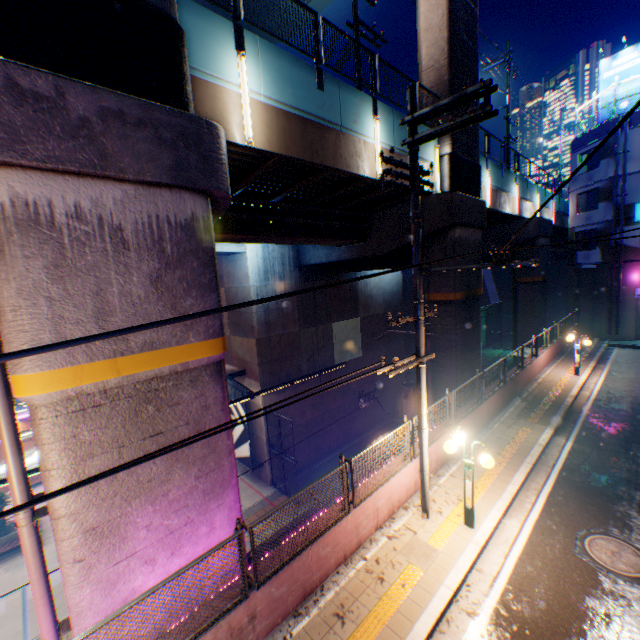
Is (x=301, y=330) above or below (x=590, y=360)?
above

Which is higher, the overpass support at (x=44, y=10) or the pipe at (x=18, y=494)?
the overpass support at (x=44, y=10)

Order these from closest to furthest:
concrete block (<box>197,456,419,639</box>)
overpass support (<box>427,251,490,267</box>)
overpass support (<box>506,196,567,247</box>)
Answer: concrete block (<box>197,456,419,639</box>) → overpass support (<box>427,251,490,267</box>) → overpass support (<box>506,196,567,247</box>)

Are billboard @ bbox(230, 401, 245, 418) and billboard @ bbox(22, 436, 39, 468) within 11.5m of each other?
no

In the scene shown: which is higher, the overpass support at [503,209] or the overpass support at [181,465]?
the overpass support at [503,209]

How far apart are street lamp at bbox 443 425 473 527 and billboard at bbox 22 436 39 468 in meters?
25.2 m

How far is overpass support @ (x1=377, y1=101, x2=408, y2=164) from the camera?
10.88m

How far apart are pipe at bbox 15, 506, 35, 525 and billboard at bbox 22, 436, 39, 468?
20.6 meters
